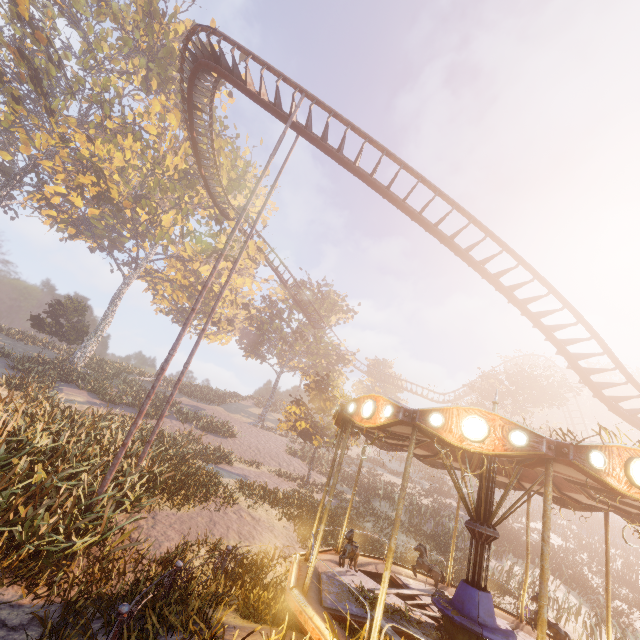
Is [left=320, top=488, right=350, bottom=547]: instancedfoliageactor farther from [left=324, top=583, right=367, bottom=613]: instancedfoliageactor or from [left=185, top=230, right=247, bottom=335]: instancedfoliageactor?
[left=324, top=583, right=367, bottom=613]: instancedfoliageactor

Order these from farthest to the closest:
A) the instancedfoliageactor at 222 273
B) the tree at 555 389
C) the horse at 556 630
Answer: the instancedfoliageactor at 222 273
the tree at 555 389
the horse at 556 630

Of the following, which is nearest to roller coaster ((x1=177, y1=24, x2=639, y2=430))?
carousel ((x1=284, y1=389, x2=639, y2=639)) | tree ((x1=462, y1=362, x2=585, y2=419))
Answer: carousel ((x1=284, y1=389, x2=639, y2=639))

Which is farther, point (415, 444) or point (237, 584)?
point (415, 444)

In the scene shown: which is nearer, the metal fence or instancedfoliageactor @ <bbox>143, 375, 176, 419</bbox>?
the metal fence

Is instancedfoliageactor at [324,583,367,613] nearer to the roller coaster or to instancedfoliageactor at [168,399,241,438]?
instancedfoliageactor at [168,399,241,438]

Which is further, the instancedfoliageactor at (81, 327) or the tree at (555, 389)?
the tree at (555, 389)

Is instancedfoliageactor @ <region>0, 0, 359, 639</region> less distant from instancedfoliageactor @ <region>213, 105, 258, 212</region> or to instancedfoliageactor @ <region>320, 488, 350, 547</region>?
instancedfoliageactor @ <region>213, 105, 258, 212</region>
